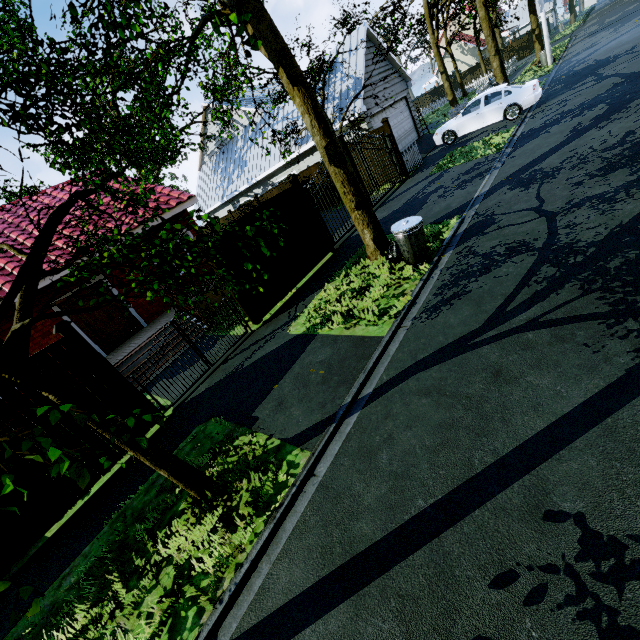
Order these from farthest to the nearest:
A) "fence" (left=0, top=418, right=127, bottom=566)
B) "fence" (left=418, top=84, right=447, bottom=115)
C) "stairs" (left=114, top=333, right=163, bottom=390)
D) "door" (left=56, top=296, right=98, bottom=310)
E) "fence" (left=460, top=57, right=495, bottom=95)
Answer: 1. "fence" (left=418, top=84, right=447, bottom=115)
2. "fence" (left=460, top=57, right=495, bottom=95)
3. "door" (left=56, top=296, right=98, bottom=310)
4. "stairs" (left=114, top=333, right=163, bottom=390)
5. "fence" (left=0, top=418, right=127, bottom=566)

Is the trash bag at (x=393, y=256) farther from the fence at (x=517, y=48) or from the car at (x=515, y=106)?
the car at (x=515, y=106)

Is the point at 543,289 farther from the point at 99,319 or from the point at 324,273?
the point at 99,319

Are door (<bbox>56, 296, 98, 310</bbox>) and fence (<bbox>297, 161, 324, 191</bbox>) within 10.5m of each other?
no

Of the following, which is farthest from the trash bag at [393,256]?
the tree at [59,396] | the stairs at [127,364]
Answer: the stairs at [127,364]

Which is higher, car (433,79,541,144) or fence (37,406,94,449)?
fence (37,406,94,449)

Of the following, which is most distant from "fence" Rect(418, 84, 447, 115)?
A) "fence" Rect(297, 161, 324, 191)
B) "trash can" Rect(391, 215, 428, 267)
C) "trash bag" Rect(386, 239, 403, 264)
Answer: "trash can" Rect(391, 215, 428, 267)

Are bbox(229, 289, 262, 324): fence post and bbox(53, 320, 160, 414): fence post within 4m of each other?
yes
